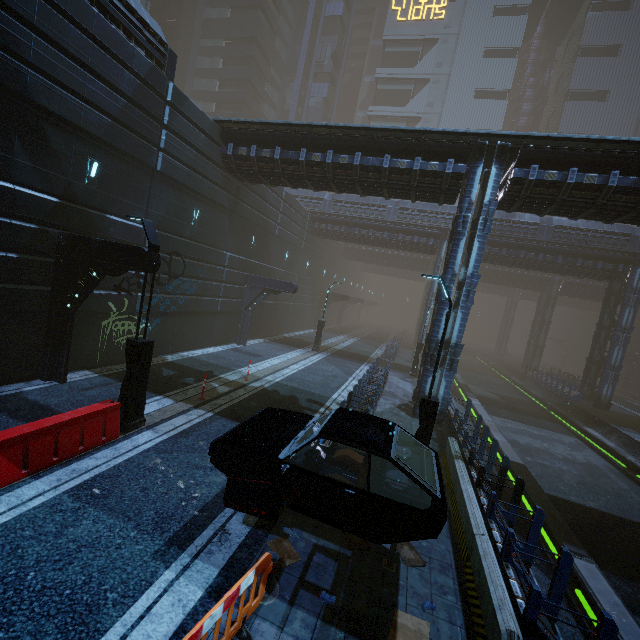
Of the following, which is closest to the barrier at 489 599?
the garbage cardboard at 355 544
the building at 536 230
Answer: the building at 536 230

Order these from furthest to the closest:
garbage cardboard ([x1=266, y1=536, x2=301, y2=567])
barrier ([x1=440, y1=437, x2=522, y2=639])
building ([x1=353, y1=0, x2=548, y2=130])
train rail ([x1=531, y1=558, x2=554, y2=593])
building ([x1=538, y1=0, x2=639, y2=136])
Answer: building ([x1=353, y1=0, x2=548, y2=130]) < building ([x1=538, y1=0, x2=639, y2=136]) < train rail ([x1=531, y1=558, x2=554, y2=593]) < garbage cardboard ([x1=266, y1=536, x2=301, y2=567]) < barrier ([x1=440, y1=437, x2=522, y2=639])

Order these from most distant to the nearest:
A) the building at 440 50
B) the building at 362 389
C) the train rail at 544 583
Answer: the building at 440 50 → the building at 362 389 → the train rail at 544 583

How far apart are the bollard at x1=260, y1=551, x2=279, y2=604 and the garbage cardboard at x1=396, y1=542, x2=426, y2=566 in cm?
247

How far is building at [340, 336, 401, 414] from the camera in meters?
11.9 m

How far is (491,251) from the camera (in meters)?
26.64

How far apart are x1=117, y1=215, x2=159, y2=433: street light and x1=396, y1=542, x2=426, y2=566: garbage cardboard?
7.0 meters

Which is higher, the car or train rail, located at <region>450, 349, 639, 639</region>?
the car
